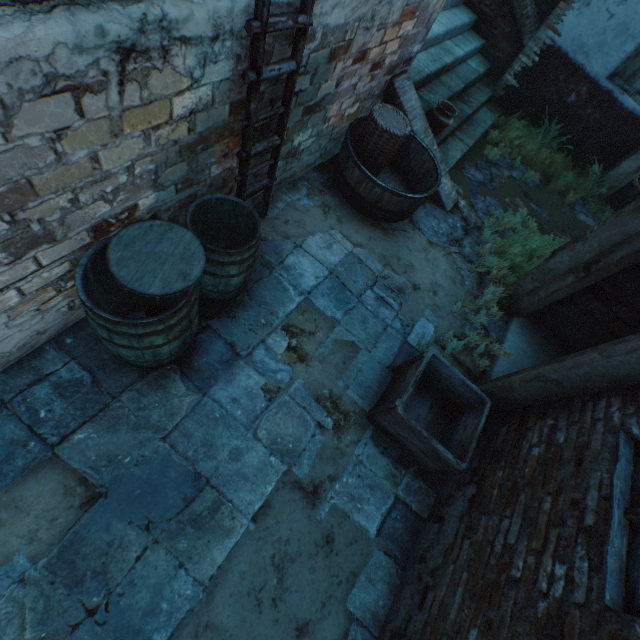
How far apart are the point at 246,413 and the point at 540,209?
6.5 meters

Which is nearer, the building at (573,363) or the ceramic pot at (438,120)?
the building at (573,363)

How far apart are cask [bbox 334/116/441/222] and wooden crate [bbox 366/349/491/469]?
2.0 meters

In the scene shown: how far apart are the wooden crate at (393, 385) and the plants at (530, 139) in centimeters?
524cm

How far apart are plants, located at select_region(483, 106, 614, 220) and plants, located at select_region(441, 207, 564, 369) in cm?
119

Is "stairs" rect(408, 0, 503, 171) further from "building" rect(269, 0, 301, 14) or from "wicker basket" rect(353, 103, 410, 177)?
"wicker basket" rect(353, 103, 410, 177)

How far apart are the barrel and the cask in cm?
250

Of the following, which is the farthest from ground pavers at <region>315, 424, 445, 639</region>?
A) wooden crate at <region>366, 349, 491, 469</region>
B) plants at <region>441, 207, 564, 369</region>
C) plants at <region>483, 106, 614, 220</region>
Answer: plants at <region>483, 106, 614, 220</region>
